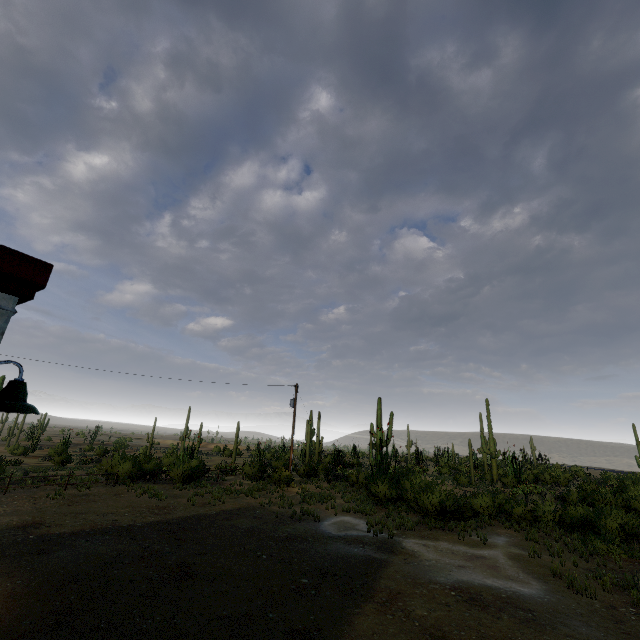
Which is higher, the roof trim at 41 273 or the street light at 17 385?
the roof trim at 41 273

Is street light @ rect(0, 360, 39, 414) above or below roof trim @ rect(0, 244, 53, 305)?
below

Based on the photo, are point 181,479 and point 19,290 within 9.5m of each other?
no

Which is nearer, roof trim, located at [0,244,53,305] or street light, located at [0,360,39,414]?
roof trim, located at [0,244,53,305]

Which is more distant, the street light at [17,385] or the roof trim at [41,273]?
the street light at [17,385]
